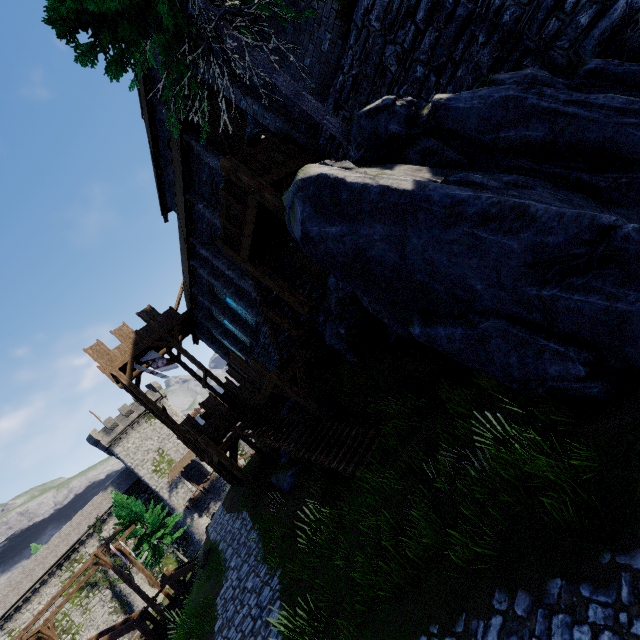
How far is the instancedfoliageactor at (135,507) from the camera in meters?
29.9 m

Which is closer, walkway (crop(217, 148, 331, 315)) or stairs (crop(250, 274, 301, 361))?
walkway (crop(217, 148, 331, 315))

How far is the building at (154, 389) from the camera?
51.5 meters

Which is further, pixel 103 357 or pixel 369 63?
pixel 103 357

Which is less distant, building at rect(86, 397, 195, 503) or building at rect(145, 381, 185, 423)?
building at rect(86, 397, 195, 503)

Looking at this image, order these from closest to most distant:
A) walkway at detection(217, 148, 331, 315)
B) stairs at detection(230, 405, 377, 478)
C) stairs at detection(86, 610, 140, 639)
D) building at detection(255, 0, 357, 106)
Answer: building at detection(255, 0, 357, 106), walkway at detection(217, 148, 331, 315), stairs at detection(230, 405, 377, 478), stairs at detection(86, 610, 140, 639)

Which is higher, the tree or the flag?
the flag

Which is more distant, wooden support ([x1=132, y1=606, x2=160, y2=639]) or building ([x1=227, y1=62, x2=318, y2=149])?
wooden support ([x1=132, y1=606, x2=160, y2=639])
